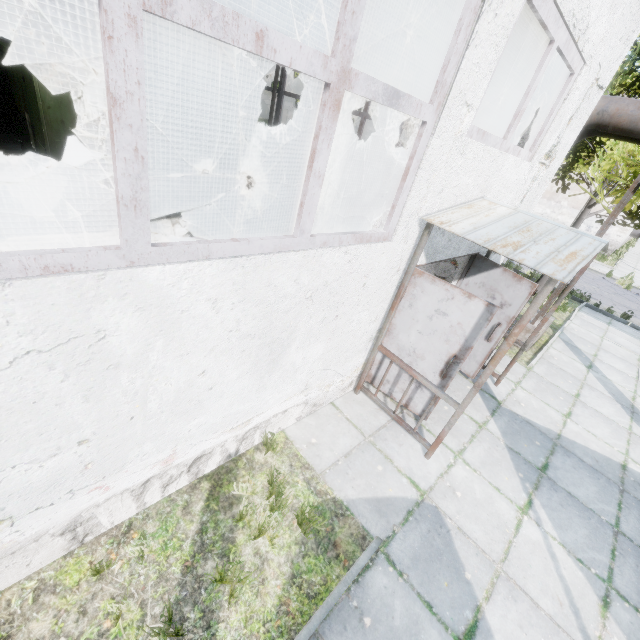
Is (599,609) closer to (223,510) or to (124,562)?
(223,510)

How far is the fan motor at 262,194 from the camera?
9.70m

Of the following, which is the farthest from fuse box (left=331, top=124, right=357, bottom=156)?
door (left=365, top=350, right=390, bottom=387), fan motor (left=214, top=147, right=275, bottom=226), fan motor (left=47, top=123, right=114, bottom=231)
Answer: door (left=365, top=350, right=390, bottom=387)

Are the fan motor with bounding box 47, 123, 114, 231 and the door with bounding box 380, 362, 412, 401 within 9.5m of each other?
yes

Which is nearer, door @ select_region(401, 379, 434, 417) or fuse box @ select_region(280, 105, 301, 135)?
door @ select_region(401, 379, 434, 417)

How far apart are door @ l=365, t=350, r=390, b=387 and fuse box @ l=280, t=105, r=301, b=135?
19.77m

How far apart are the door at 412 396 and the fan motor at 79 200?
6.7m

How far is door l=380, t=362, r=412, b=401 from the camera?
5.09m
